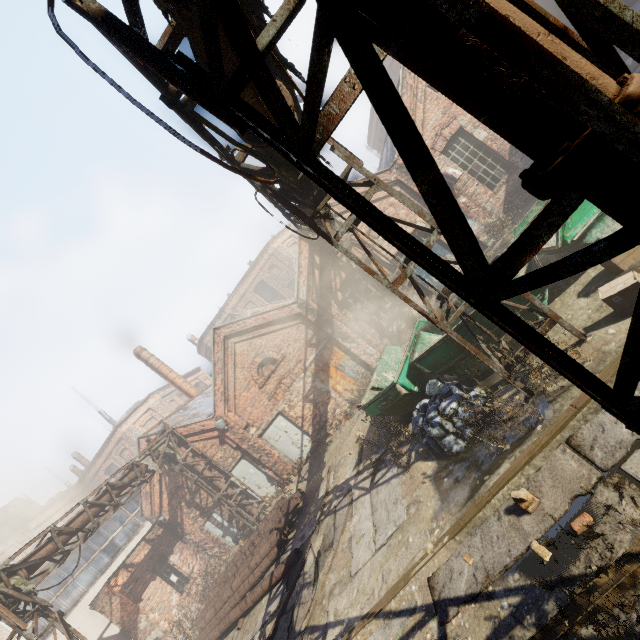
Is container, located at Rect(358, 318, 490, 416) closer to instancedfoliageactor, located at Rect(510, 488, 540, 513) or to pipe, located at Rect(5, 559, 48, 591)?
pipe, located at Rect(5, 559, 48, 591)

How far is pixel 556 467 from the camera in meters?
4.4

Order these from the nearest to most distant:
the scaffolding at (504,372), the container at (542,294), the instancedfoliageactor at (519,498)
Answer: the instancedfoliageactor at (519,498) → the scaffolding at (504,372) → the container at (542,294)

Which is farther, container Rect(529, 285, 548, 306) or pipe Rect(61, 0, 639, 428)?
container Rect(529, 285, 548, 306)

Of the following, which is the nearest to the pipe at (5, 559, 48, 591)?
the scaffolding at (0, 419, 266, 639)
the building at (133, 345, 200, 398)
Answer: the scaffolding at (0, 419, 266, 639)

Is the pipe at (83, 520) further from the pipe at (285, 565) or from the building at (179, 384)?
the building at (179, 384)

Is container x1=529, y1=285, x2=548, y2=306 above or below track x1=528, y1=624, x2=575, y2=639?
above

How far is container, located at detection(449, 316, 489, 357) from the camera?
7.22m
